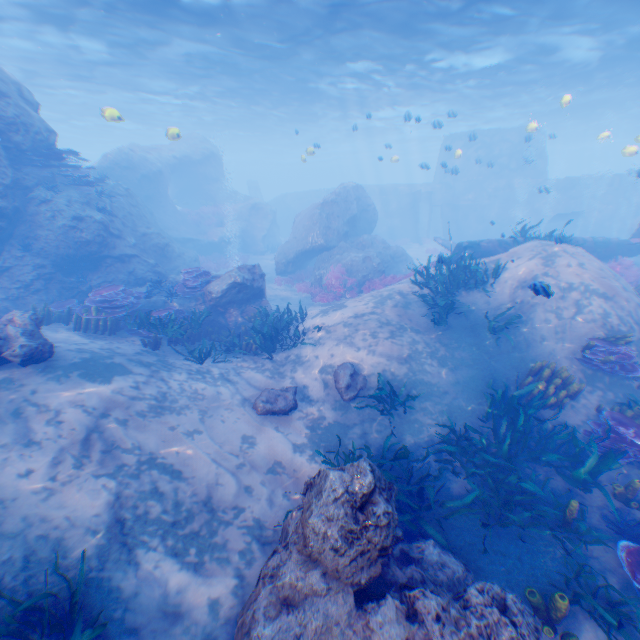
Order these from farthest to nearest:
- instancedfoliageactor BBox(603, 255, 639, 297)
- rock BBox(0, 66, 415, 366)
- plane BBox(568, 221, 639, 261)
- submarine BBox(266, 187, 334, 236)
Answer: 1. submarine BBox(266, 187, 334, 236)
2. plane BBox(568, 221, 639, 261)
3. instancedfoliageactor BBox(603, 255, 639, 297)
4. rock BBox(0, 66, 415, 366)

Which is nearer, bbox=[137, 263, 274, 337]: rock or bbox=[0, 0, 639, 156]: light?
bbox=[137, 263, 274, 337]: rock

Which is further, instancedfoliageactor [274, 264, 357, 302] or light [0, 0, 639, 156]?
instancedfoliageactor [274, 264, 357, 302]

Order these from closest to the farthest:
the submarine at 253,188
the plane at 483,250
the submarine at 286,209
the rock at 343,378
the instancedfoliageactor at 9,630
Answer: the instancedfoliageactor at 9,630, the rock at 343,378, the plane at 483,250, the submarine at 286,209, the submarine at 253,188

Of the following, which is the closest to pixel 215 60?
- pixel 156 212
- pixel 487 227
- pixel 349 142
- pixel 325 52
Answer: pixel 325 52

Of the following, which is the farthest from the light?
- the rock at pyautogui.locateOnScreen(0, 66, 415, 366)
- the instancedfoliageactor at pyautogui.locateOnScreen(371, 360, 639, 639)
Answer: the instancedfoliageactor at pyautogui.locateOnScreen(371, 360, 639, 639)

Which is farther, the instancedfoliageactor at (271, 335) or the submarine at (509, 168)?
the submarine at (509, 168)

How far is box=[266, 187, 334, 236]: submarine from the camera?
38.5 meters
